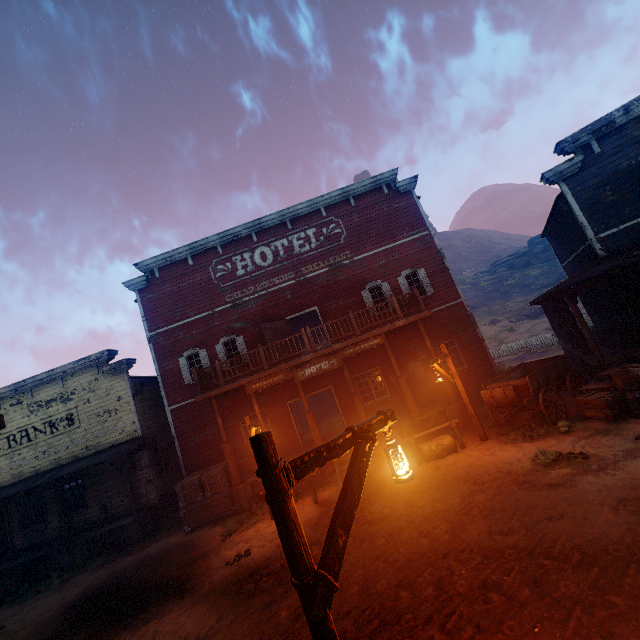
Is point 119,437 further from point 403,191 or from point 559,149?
point 559,149

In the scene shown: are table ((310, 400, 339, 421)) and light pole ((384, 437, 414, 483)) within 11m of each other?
no

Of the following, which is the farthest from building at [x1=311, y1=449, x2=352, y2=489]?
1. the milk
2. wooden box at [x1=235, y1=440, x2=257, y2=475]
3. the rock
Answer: the rock

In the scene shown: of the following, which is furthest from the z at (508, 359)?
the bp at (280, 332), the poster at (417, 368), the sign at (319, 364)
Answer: the bp at (280, 332)

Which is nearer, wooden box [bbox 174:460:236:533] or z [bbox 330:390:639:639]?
z [bbox 330:390:639:639]

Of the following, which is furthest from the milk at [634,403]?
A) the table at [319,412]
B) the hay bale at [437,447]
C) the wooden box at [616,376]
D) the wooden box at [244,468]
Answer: the table at [319,412]

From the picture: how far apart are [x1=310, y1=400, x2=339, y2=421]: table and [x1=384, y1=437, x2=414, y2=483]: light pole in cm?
2135

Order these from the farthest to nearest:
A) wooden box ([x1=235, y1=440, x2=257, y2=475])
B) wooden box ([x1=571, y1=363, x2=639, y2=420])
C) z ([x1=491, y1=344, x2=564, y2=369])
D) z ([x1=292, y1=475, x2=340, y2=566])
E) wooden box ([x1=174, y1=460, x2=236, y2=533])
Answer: z ([x1=491, y1=344, x2=564, y2=369]) → wooden box ([x1=235, y1=440, x2=257, y2=475]) → wooden box ([x1=174, y1=460, x2=236, y2=533]) → wooden box ([x1=571, y1=363, x2=639, y2=420]) → z ([x1=292, y1=475, x2=340, y2=566])
